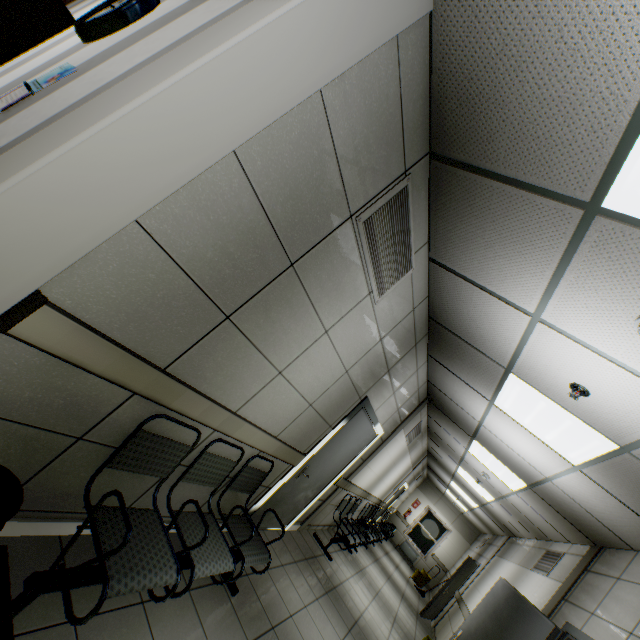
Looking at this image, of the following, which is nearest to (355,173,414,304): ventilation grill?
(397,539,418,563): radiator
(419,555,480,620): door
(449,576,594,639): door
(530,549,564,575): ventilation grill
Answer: (449,576,594,639): door

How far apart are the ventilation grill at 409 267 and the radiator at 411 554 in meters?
16.1 m

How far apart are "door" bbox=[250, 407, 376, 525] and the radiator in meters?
12.7 m

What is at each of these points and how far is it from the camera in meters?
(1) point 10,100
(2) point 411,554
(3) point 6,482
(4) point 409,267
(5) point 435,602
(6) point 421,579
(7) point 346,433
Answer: (1) calendar, 1.7
(2) radiator, 14.4
(3) garbage can, 1.2
(4) ventilation grill, 2.8
(5) door, 8.8
(6) bottle, 11.6
(7) door, 4.3

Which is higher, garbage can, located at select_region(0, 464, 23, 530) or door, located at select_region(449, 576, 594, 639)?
door, located at select_region(449, 576, 594, 639)

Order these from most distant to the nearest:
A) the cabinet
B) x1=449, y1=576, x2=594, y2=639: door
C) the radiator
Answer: the radiator < x1=449, y1=576, x2=594, y2=639: door < the cabinet

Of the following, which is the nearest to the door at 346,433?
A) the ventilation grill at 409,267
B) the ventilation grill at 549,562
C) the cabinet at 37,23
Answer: the ventilation grill at 409,267

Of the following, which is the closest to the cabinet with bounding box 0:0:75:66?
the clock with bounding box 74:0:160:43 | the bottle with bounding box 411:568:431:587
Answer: the clock with bounding box 74:0:160:43
